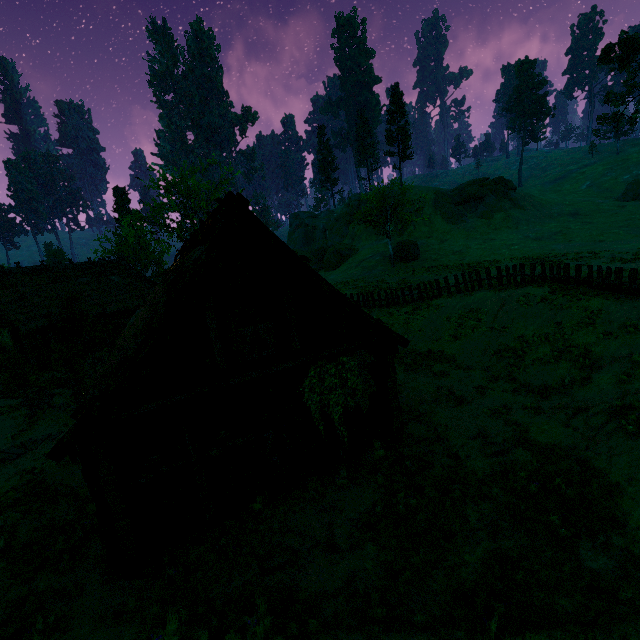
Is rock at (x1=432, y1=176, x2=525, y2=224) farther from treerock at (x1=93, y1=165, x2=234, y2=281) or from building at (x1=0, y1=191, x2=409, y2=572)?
building at (x1=0, y1=191, x2=409, y2=572)

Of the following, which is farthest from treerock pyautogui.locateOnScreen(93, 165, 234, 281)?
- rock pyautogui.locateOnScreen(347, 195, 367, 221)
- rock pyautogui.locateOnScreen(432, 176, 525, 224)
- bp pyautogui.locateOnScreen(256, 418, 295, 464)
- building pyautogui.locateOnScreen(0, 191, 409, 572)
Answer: bp pyautogui.locateOnScreen(256, 418, 295, 464)

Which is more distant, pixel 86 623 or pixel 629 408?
pixel 629 408

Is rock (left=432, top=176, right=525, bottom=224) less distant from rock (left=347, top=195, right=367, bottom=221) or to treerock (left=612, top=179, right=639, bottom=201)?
rock (left=347, top=195, right=367, bottom=221)

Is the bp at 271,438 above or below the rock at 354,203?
below

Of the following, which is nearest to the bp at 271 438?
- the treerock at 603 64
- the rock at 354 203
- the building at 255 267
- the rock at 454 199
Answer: the building at 255 267

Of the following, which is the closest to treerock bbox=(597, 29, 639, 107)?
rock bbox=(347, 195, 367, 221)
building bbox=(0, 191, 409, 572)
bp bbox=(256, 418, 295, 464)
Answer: building bbox=(0, 191, 409, 572)
